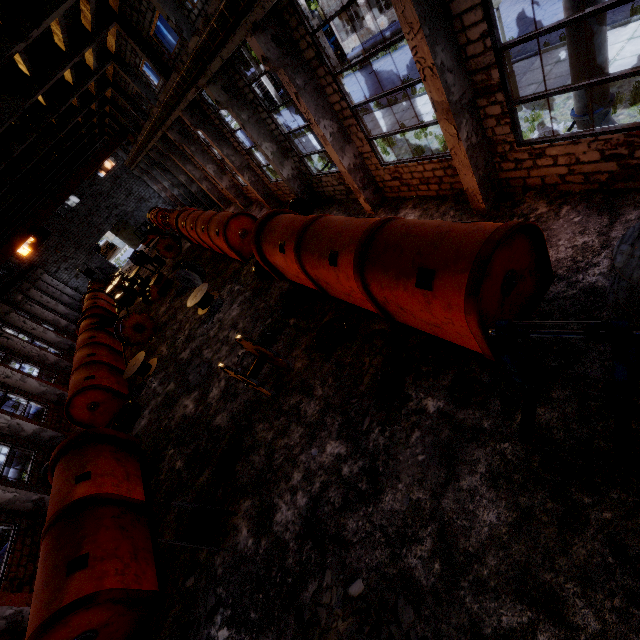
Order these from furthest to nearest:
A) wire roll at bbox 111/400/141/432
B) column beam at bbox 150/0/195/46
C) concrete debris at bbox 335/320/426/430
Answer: wire roll at bbox 111/400/141/432 < column beam at bbox 150/0/195/46 < concrete debris at bbox 335/320/426/430

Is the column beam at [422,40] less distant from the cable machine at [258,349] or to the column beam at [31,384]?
the cable machine at [258,349]

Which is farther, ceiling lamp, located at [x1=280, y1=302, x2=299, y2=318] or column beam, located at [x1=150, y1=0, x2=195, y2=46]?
ceiling lamp, located at [x1=280, y1=302, x2=299, y2=318]

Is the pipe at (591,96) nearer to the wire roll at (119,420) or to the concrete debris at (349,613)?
the concrete debris at (349,613)

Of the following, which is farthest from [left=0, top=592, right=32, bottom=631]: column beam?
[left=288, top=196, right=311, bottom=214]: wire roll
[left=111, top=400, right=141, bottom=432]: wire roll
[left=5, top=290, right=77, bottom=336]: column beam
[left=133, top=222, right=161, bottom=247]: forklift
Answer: [left=133, top=222, right=161, bottom=247]: forklift

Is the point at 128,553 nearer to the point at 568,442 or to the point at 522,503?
the point at 522,503

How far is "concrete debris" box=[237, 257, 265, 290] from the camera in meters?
14.7

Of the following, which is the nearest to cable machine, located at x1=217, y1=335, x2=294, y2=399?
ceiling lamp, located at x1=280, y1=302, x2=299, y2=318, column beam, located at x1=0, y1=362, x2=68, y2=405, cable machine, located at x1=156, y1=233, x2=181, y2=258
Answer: ceiling lamp, located at x1=280, y1=302, x2=299, y2=318
